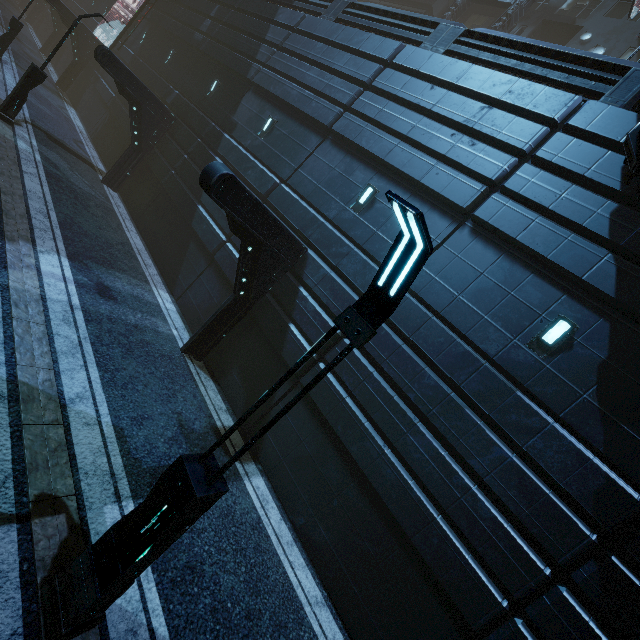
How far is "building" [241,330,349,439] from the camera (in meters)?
8.34

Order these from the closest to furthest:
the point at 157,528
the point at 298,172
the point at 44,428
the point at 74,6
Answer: the point at 157,528
the point at 44,428
the point at 298,172
the point at 74,6

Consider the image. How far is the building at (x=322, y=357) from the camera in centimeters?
834cm

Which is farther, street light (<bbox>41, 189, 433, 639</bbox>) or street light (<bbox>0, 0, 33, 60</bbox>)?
street light (<bbox>0, 0, 33, 60</bbox>)

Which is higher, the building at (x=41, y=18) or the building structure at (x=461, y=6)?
the building structure at (x=461, y=6)

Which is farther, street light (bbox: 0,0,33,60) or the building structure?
the building structure

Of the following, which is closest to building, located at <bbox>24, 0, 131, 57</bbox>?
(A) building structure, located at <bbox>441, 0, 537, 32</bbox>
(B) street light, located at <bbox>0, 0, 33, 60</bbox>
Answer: (A) building structure, located at <bbox>441, 0, 537, 32</bbox>

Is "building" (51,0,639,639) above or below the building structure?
below
